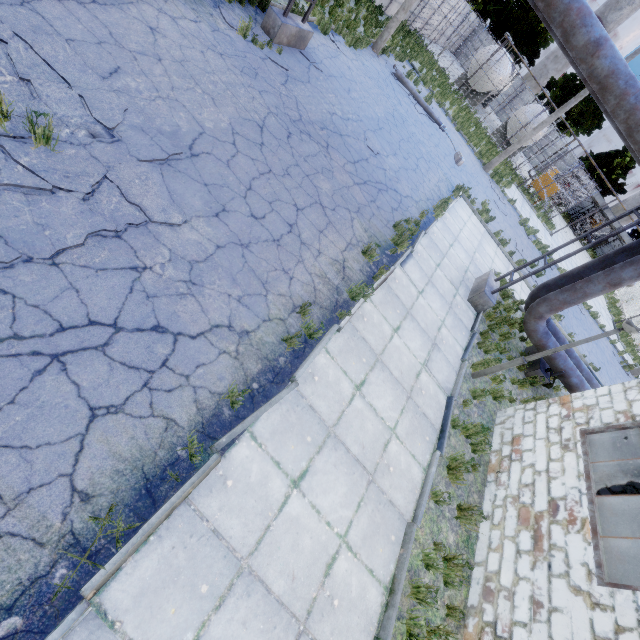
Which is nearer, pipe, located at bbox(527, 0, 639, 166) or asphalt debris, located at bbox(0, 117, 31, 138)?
asphalt debris, located at bbox(0, 117, 31, 138)

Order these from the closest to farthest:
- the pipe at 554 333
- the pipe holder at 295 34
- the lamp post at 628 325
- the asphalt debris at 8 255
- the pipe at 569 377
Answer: the asphalt debris at 8 255 < the lamp post at 628 325 < the pipe at 554 333 < the pipe holder at 295 34 < the pipe at 569 377

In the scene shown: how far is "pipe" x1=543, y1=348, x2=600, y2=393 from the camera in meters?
9.8 m

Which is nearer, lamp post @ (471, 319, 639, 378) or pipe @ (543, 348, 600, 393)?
lamp post @ (471, 319, 639, 378)

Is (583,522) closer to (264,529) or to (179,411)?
(264,529)

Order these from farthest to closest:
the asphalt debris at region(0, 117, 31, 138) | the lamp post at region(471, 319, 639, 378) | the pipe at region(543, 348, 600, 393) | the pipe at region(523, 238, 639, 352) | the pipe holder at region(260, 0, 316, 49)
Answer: the pipe at region(543, 348, 600, 393) < the pipe holder at region(260, 0, 316, 49) < the pipe at region(523, 238, 639, 352) < the lamp post at region(471, 319, 639, 378) < the asphalt debris at region(0, 117, 31, 138)

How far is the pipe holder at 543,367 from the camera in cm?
1007

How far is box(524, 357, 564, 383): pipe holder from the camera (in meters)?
10.07
